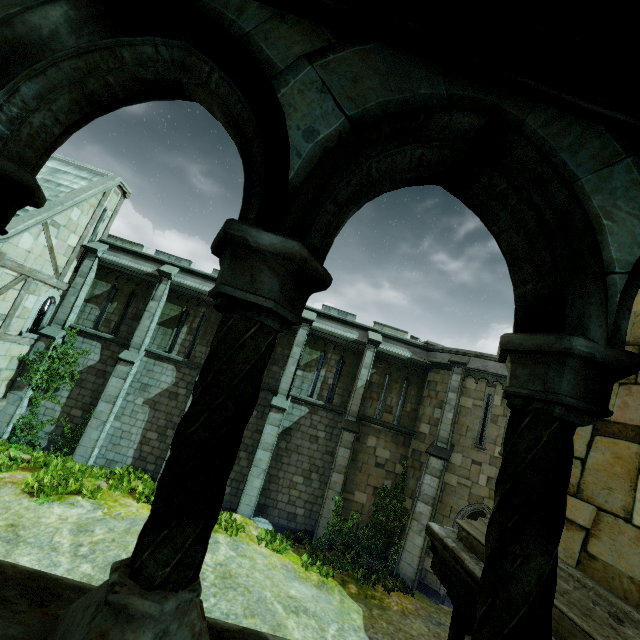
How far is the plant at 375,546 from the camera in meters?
12.4

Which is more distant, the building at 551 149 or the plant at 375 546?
the plant at 375 546

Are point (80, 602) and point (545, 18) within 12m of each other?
yes

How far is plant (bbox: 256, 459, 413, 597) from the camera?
12.4m

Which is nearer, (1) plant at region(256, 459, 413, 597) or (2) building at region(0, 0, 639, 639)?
(2) building at region(0, 0, 639, 639)

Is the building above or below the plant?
→ above
